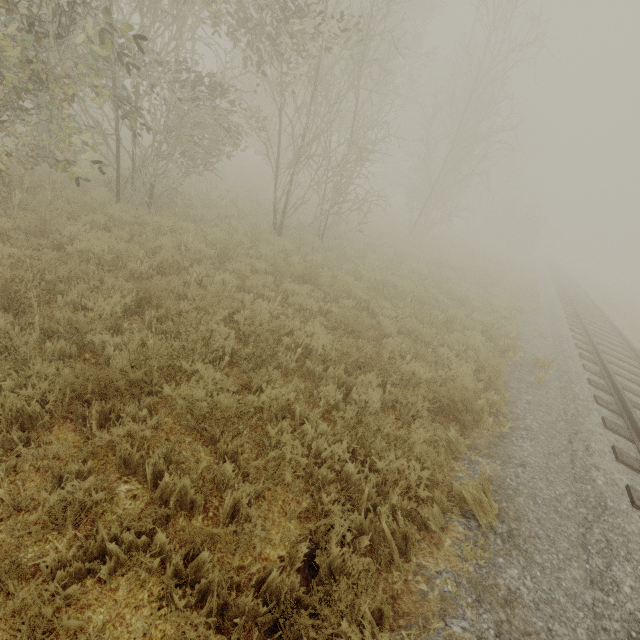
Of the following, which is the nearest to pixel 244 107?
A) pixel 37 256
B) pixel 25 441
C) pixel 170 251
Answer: pixel 170 251
